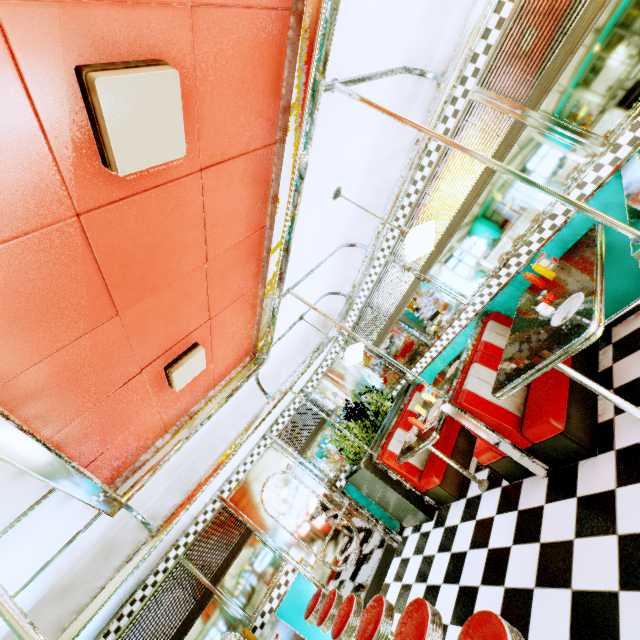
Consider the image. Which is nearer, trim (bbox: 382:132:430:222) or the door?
trim (bbox: 382:132:430:222)

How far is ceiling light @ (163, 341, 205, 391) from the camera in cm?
261

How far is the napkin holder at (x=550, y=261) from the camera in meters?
3.2 m

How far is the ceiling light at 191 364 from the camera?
2.6m

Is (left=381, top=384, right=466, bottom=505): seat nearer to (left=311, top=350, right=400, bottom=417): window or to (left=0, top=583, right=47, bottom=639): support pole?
(left=311, top=350, right=400, bottom=417): window

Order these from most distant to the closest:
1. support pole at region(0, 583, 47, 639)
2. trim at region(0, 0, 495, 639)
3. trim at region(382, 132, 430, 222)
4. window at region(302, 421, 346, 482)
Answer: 1. window at region(302, 421, 346, 482)
2. trim at region(382, 132, 430, 222)
3. trim at region(0, 0, 495, 639)
4. support pole at region(0, 583, 47, 639)

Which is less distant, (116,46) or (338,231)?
(116,46)

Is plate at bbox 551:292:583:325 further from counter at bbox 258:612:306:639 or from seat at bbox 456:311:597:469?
counter at bbox 258:612:306:639
